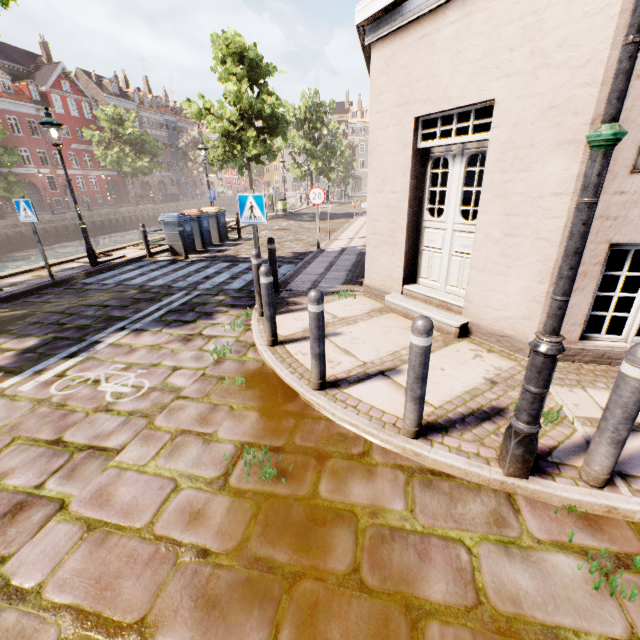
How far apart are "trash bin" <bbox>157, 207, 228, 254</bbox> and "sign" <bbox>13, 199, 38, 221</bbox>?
4.8 meters

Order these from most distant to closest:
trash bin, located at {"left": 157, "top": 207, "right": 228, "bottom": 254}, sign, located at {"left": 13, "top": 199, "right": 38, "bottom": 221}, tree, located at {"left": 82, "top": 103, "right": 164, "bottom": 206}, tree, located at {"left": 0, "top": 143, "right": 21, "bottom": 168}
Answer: tree, located at {"left": 82, "top": 103, "right": 164, "bottom": 206} → tree, located at {"left": 0, "top": 143, "right": 21, "bottom": 168} → trash bin, located at {"left": 157, "top": 207, "right": 228, "bottom": 254} → sign, located at {"left": 13, "top": 199, "right": 38, "bottom": 221}

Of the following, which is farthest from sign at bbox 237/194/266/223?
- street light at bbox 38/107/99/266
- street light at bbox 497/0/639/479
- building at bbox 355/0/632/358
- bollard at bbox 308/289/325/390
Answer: building at bbox 355/0/632/358

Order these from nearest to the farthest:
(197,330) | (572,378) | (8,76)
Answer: (572,378) < (197,330) < (8,76)

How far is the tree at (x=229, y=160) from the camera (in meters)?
17.12

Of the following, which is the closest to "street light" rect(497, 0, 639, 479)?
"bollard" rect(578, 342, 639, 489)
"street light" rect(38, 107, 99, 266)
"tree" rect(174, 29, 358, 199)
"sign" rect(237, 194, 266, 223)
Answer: "bollard" rect(578, 342, 639, 489)

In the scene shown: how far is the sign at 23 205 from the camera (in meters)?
7.27

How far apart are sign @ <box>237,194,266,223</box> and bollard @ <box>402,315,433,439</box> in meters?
4.0
